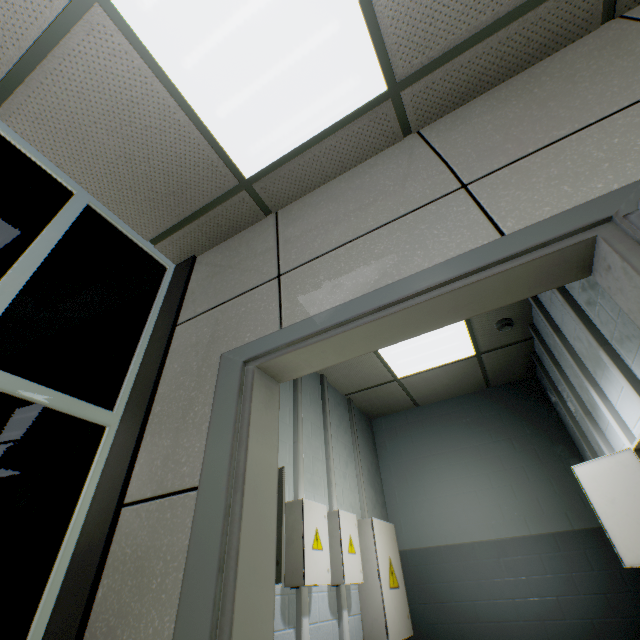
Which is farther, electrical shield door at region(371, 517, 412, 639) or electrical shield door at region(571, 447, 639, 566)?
electrical shield door at region(371, 517, 412, 639)

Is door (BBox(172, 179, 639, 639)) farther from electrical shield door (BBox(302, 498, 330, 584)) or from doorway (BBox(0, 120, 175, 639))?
electrical shield door (BBox(302, 498, 330, 584))

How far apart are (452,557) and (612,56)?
4.47m

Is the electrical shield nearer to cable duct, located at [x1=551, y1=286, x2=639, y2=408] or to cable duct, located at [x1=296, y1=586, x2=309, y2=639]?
cable duct, located at [x1=296, y1=586, x2=309, y2=639]

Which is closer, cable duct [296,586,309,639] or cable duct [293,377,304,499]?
cable duct [296,586,309,639]

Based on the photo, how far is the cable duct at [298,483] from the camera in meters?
2.6

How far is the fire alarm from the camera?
3.24m

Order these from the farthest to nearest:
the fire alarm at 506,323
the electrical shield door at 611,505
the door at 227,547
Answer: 1. the fire alarm at 506,323
2. the electrical shield door at 611,505
3. the door at 227,547
